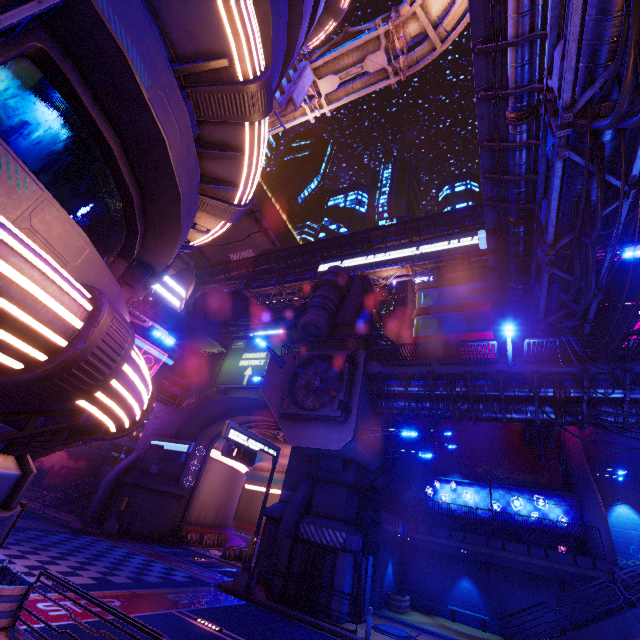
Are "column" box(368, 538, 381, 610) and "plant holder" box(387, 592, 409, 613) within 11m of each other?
yes

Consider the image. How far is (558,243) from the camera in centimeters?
1180cm

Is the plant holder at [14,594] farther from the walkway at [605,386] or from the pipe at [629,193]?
the pipe at [629,193]

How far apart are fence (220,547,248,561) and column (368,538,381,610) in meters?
12.8 m

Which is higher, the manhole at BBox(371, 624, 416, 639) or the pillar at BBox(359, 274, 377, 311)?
the pillar at BBox(359, 274, 377, 311)

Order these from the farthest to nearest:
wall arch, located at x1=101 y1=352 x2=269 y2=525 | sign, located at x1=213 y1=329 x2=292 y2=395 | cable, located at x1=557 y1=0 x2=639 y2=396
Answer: sign, located at x1=213 y1=329 x2=292 y2=395 → wall arch, located at x1=101 y1=352 x2=269 y2=525 → cable, located at x1=557 y1=0 x2=639 y2=396

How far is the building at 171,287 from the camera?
56.88m

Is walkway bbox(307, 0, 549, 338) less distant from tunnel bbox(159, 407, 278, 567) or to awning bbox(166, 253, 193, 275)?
awning bbox(166, 253, 193, 275)
